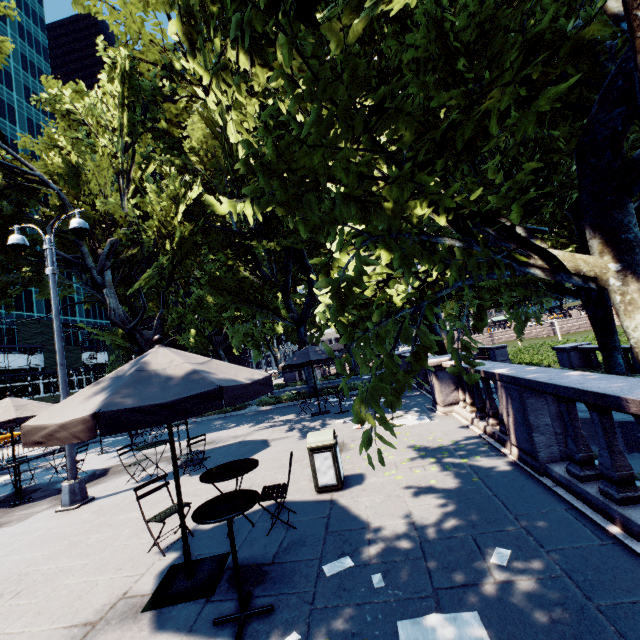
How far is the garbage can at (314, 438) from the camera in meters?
5.9 m

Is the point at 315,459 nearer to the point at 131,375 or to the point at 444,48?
the point at 131,375

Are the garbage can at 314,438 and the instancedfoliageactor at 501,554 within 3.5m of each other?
yes

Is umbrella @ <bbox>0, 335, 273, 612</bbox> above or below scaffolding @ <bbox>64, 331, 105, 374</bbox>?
below

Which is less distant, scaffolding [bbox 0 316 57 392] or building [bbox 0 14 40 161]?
scaffolding [bbox 0 316 57 392]

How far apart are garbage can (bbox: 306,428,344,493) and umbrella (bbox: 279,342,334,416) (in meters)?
6.32

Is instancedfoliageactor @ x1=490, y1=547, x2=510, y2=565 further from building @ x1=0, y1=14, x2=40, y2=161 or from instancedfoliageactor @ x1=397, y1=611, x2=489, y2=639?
building @ x1=0, y1=14, x2=40, y2=161

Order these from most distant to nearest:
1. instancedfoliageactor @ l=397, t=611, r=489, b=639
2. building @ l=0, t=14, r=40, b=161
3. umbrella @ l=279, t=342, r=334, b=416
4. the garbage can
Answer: building @ l=0, t=14, r=40, b=161
umbrella @ l=279, t=342, r=334, b=416
the garbage can
instancedfoliageactor @ l=397, t=611, r=489, b=639
